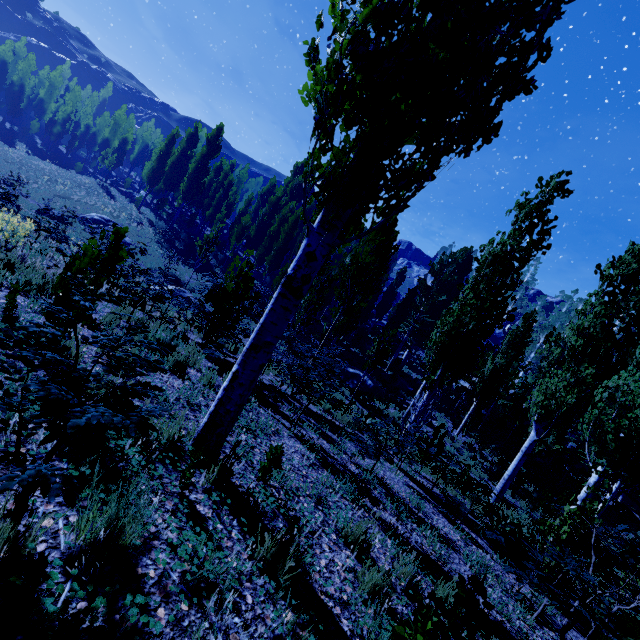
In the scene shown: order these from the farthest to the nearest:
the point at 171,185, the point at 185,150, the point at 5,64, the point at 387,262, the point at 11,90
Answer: the point at 5,64
the point at 11,90
the point at 387,262
the point at 171,185
the point at 185,150

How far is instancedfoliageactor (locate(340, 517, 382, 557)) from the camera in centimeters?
310cm

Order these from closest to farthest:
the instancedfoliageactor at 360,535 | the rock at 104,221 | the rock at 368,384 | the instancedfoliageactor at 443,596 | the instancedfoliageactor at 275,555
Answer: the instancedfoliageactor at 443,596
the instancedfoliageactor at 275,555
the instancedfoliageactor at 360,535
the rock at 368,384
the rock at 104,221

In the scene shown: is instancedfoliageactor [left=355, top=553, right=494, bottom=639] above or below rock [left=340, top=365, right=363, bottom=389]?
above

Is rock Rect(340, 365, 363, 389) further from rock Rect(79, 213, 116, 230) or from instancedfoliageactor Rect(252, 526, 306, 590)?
rock Rect(79, 213, 116, 230)

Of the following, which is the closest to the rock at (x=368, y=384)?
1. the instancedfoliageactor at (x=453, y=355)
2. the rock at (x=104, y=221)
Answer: the instancedfoliageactor at (x=453, y=355)

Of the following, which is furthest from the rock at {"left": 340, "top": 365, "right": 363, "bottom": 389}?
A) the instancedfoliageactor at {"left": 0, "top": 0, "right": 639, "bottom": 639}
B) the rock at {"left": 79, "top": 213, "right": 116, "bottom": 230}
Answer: the rock at {"left": 79, "top": 213, "right": 116, "bottom": 230}
